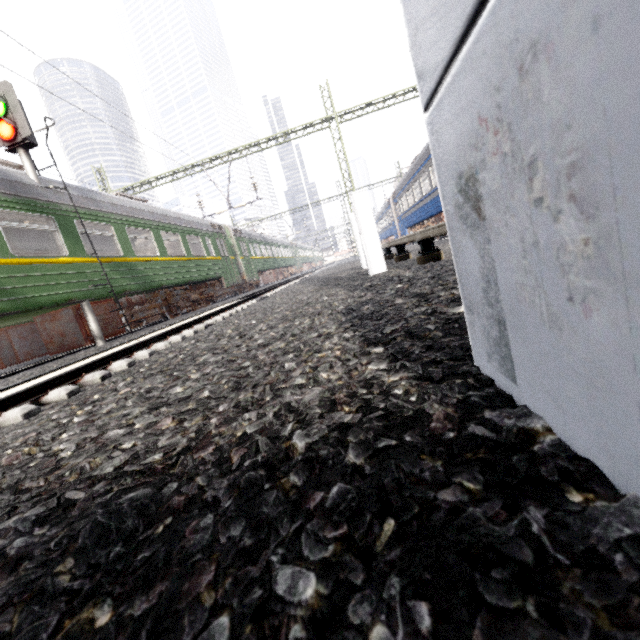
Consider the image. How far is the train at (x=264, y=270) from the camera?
9.1m

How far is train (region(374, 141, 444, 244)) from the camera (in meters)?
14.20

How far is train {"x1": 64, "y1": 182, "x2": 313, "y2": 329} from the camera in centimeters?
911cm

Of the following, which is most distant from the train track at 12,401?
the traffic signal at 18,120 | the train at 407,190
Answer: the train at 407,190

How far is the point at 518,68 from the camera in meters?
0.4

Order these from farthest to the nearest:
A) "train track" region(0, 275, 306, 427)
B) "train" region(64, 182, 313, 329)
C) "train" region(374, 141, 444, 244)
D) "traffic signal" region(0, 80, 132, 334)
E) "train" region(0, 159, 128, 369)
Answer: "train" region(374, 141, 444, 244)
"train" region(64, 182, 313, 329)
"traffic signal" region(0, 80, 132, 334)
"train" region(0, 159, 128, 369)
"train track" region(0, 275, 306, 427)

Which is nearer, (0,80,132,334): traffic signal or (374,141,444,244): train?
(0,80,132,334): traffic signal

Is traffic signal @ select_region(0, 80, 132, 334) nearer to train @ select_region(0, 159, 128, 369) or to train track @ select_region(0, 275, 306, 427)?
train @ select_region(0, 159, 128, 369)
